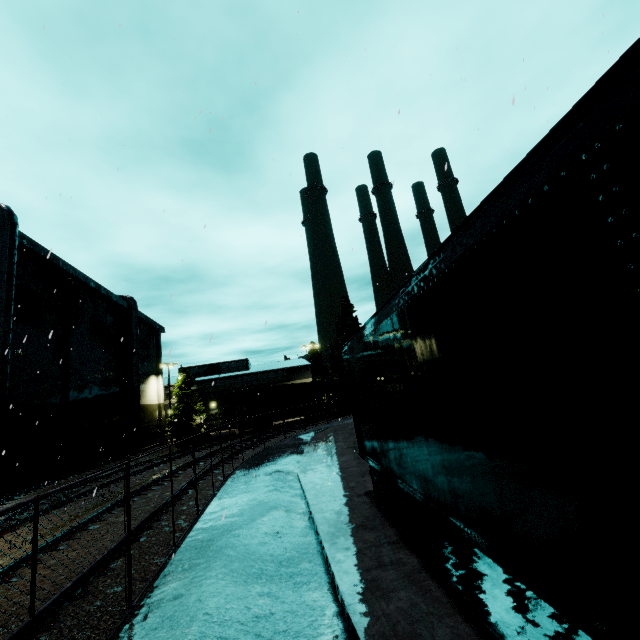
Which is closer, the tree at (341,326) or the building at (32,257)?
the building at (32,257)

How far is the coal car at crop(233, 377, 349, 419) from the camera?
31.7m

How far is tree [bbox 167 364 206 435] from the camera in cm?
4150

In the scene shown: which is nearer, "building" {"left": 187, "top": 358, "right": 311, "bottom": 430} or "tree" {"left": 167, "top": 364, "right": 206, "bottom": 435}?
"tree" {"left": 167, "top": 364, "right": 206, "bottom": 435}

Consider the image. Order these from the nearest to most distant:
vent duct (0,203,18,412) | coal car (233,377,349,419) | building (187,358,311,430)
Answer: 1. vent duct (0,203,18,412)
2. coal car (233,377,349,419)
3. building (187,358,311,430)

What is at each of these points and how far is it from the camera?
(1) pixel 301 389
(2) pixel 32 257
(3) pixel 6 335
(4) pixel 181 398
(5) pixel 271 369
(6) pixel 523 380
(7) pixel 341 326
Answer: (1) coal car, 36.7m
(2) building, 22.3m
(3) vent duct, 17.2m
(4) tree, 43.2m
(5) building, 49.3m
(6) semi trailer, 2.2m
(7) tree, 58.0m

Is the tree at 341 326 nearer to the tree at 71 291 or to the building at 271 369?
the building at 271 369

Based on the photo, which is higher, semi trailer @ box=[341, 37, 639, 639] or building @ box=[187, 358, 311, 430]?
building @ box=[187, 358, 311, 430]
